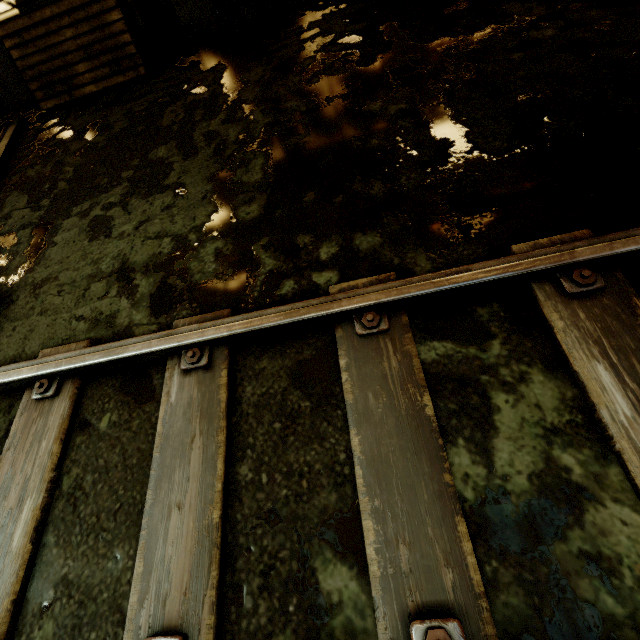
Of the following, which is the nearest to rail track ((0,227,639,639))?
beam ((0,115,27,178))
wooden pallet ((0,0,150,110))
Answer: beam ((0,115,27,178))

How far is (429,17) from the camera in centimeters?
335cm

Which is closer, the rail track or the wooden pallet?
the rail track

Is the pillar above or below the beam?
above

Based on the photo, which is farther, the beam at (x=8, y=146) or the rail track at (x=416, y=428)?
the beam at (x=8, y=146)

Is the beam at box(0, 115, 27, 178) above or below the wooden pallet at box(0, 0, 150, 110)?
below

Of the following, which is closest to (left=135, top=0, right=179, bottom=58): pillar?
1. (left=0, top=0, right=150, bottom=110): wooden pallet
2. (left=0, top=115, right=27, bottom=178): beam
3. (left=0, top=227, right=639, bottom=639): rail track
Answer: (left=0, top=0, right=150, bottom=110): wooden pallet

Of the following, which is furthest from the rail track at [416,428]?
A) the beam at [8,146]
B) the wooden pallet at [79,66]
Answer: the wooden pallet at [79,66]
